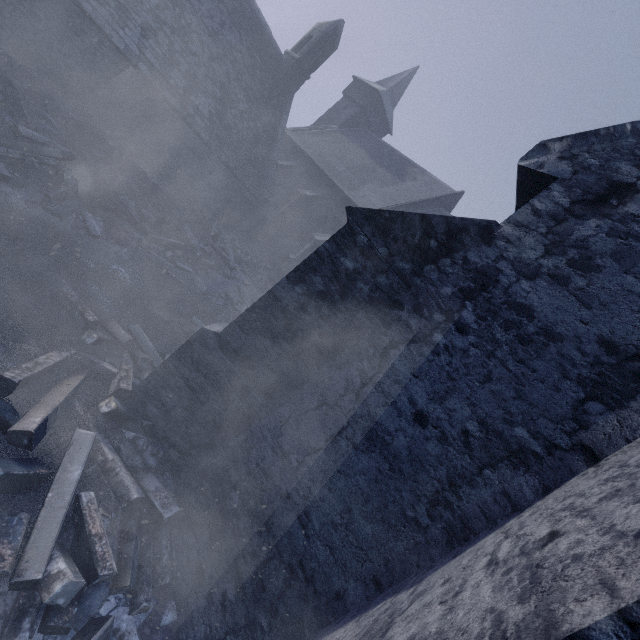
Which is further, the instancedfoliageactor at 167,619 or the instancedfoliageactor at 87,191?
the instancedfoliageactor at 167,619

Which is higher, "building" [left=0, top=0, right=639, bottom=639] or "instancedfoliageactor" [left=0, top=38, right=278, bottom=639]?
"building" [left=0, top=0, right=639, bottom=639]

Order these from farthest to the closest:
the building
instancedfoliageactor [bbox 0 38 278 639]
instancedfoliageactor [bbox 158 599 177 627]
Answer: instancedfoliageactor [bbox 158 599 177 627] < instancedfoliageactor [bbox 0 38 278 639] < the building

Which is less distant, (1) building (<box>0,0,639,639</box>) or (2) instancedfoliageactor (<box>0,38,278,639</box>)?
(1) building (<box>0,0,639,639</box>)

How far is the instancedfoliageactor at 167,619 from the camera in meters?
3.8

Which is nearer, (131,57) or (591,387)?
(591,387)

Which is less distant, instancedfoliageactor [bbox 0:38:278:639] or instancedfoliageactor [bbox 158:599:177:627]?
instancedfoliageactor [bbox 0:38:278:639]
